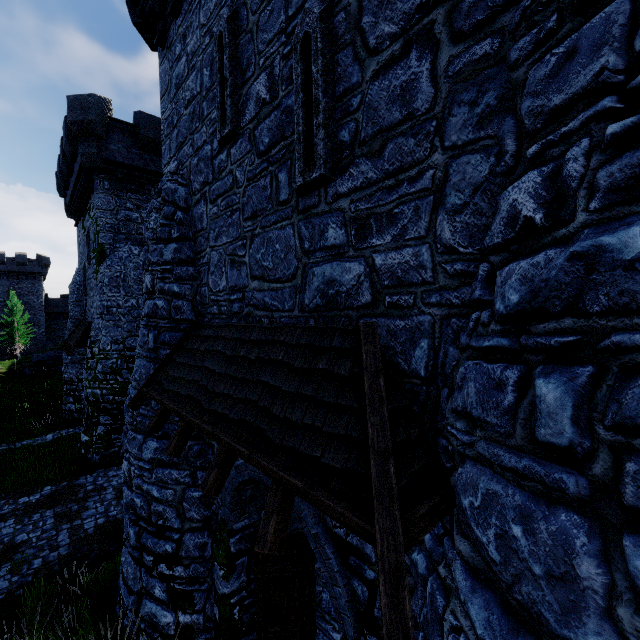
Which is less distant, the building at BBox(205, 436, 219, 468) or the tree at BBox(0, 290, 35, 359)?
the building at BBox(205, 436, 219, 468)

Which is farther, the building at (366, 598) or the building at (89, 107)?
the building at (366, 598)

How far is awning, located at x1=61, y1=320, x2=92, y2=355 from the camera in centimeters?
1651cm

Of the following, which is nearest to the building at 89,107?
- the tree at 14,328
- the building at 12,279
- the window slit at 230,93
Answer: the window slit at 230,93

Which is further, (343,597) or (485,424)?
(343,597)

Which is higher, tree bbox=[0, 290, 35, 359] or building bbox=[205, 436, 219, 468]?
tree bbox=[0, 290, 35, 359]

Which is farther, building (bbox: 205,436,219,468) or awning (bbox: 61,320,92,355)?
awning (bbox: 61,320,92,355)

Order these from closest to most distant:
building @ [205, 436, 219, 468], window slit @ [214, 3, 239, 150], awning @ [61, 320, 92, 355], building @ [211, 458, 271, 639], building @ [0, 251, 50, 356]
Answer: window slit @ [214, 3, 239, 150] < building @ [211, 458, 271, 639] < building @ [205, 436, 219, 468] < awning @ [61, 320, 92, 355] < building @ [0, 251, 50, 356]
